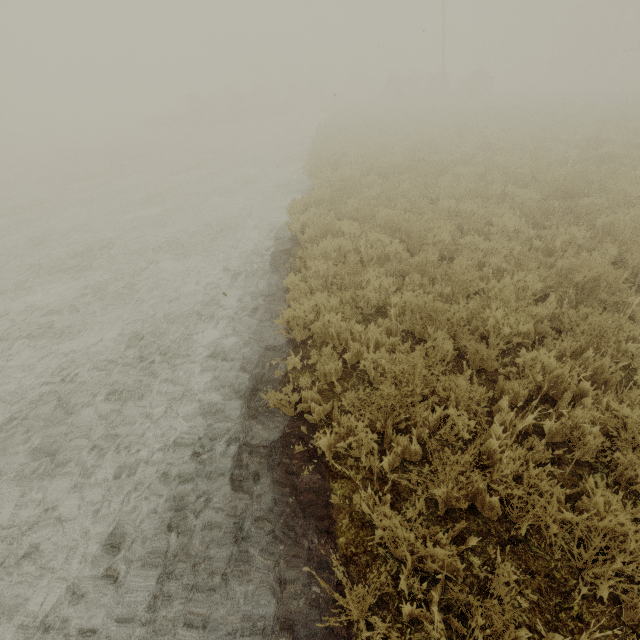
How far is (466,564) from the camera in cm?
250
